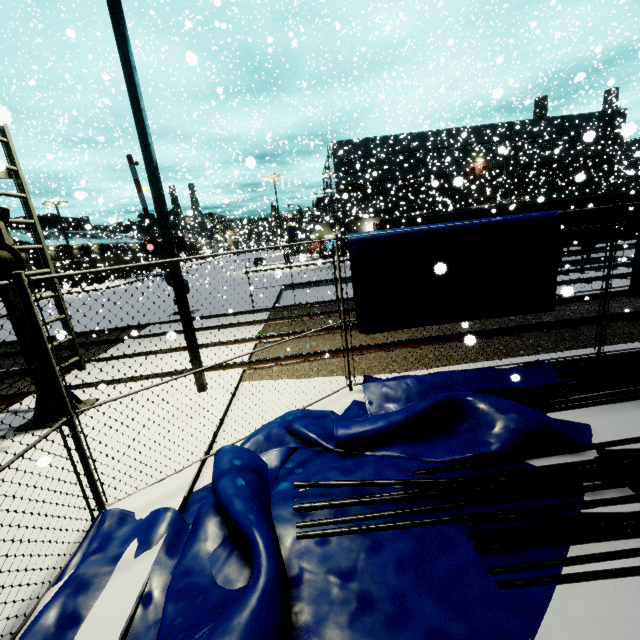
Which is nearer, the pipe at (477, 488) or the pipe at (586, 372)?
the pipe at (477, 488)

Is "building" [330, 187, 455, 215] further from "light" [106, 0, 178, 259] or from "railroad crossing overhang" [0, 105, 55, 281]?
"railroad crossing overhang" [0, 105, 55, 281]

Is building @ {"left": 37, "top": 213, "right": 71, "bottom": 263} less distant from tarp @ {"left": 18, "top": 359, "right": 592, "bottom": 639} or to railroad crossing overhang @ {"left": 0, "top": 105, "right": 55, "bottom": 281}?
tarp @ {"left": 18, "top": 359, "right": 592, "bottom": 639}

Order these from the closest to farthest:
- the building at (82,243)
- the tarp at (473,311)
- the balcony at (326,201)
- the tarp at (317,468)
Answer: the tarp at (317,468), the tarp at (473,311), the balcony at (326,201), the building at (82,243)

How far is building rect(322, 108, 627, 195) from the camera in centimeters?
3879cm

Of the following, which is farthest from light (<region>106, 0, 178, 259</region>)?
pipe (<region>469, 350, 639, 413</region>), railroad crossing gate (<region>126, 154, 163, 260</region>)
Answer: pipe (<region>469, 350, 639, 413</region>)

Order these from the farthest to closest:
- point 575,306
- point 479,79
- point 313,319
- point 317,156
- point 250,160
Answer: point 479,79, point 317,156, point 313,319, point 575,306, point 250,160

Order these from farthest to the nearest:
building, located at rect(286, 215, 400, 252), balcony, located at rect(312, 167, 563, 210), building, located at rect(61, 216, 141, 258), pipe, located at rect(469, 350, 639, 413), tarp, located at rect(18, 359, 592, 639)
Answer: building, located at rect(61, 216, 141, 258) → building, located at rect(286, 215, 400, 252) → balcony, located at rect(312, 167, 563, 210) → pipe, located at rect(469, 350, 639, 413) → tarp, located at rect(18, 359, 592, 639)
